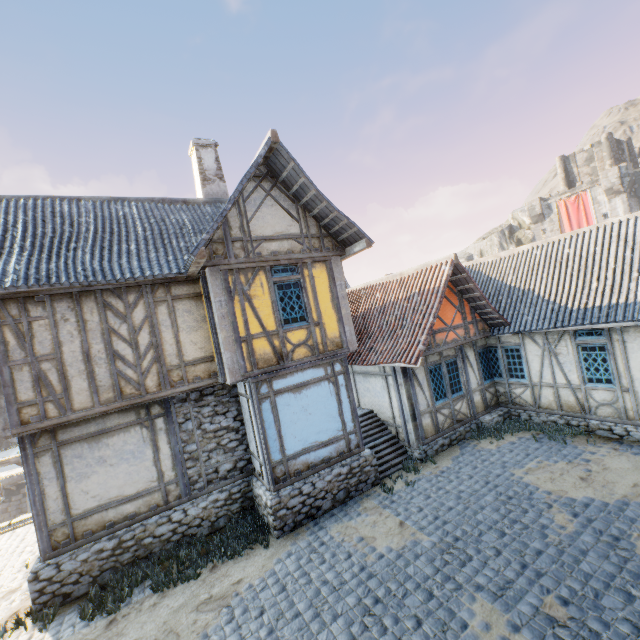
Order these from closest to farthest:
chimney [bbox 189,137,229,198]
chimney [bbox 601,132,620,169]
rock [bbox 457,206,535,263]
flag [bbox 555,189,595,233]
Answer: chimney [bbox 189,137,229,198] < flag [bbox 555,189,595,233] < chimney [bbox 601,132,620,169] < rock [bbox 457,206,535,263]

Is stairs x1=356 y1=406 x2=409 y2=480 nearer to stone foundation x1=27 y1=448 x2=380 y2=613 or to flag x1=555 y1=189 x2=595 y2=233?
stone foundation x1=27 y1=448 x2=380 y2=613

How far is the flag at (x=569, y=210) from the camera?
35.5m

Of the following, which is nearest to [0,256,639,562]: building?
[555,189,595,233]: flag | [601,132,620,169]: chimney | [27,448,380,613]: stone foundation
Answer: [27,448,380,613]: stone foundation

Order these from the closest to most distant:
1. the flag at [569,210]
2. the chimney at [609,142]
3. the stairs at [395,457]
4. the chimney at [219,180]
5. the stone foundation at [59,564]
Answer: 1. the stone foundation at [59,564]
2. the stairs at [395,457]
3. the chimney at [219,180]
4. the flag at [569,210]
5. the chimney at [609,142]

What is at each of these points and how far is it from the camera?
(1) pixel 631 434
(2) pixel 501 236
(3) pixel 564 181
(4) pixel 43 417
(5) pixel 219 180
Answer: (1) stone foundation, 9.1 meters
(2) rock, 45.8 meters
(3) chimney, 40.9 meters
(4) building, 7.0 meters
(5) chimney, 11.7 meters

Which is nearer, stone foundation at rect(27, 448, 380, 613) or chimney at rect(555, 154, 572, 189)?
stone foundation at rect(27, 448, 380, 613)

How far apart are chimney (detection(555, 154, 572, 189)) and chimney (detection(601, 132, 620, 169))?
3.2 meters
